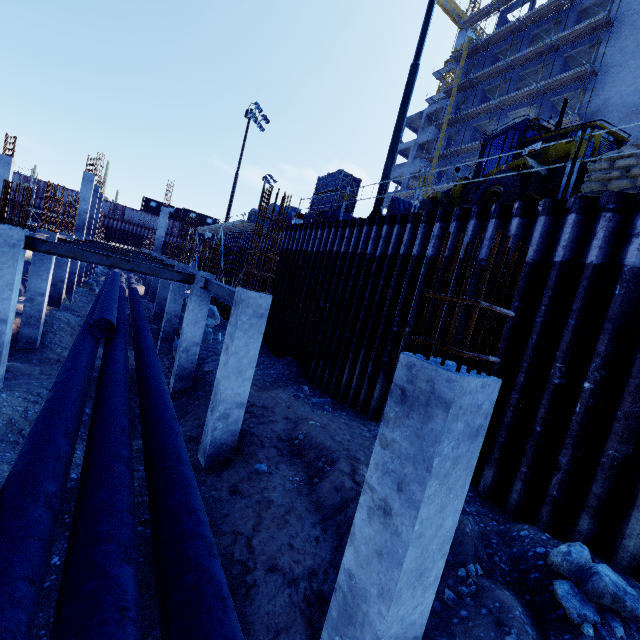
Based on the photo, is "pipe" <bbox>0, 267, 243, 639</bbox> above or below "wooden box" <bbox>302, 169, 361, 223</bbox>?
below

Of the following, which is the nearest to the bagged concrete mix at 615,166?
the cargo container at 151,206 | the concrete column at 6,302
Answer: the concrete column at 6,302

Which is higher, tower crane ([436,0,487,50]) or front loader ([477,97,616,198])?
tower crane ([436,0,487,50])

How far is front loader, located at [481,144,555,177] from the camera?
8.9 meters

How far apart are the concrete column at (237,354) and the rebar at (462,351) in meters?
4.4 m

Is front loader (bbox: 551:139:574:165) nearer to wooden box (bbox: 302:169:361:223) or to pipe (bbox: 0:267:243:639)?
wooden box (bbox: 302:169:361:223)

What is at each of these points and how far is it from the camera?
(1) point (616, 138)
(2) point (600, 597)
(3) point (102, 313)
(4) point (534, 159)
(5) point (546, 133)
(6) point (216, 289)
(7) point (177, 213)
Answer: (1) front loader, 8.5 meters
(2) compgrassrocksplants, 3.9 meters
(3) pipe, 10.7 meters
(4) front loader, 9.6 meters
(5) front loader, 10.5 meters
(6) steel beam, 9.5 meters
(7) cargo container, 56.2 meters

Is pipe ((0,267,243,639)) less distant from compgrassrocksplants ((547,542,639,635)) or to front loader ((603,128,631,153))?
compgrassrocksplants ((547,542,639,635))
